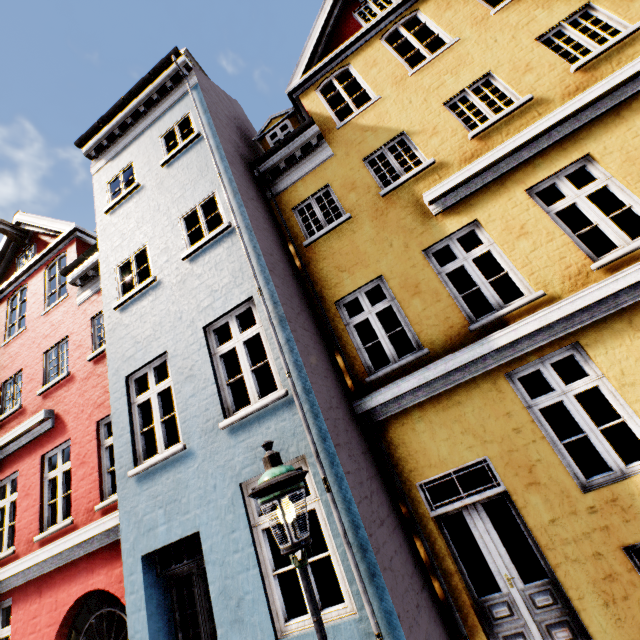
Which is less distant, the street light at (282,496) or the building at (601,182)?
the street light at (282,496)

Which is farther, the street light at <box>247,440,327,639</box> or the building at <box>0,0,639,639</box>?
the building at <box>0,0,639,639</box>

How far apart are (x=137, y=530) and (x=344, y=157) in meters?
8.4
